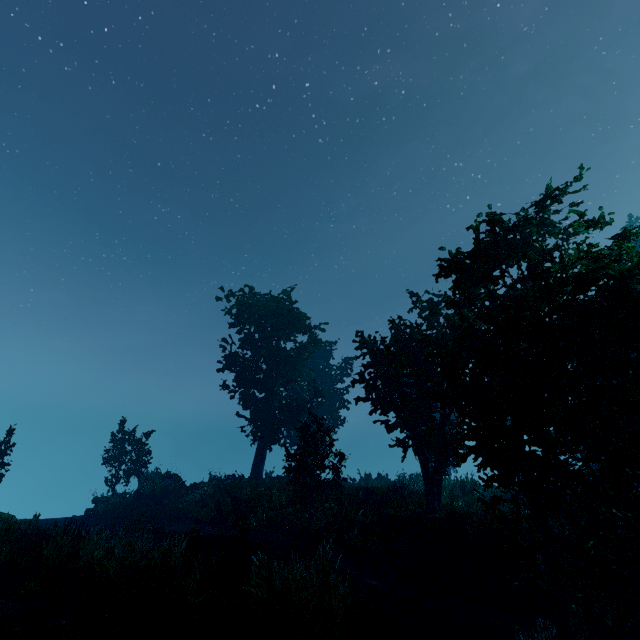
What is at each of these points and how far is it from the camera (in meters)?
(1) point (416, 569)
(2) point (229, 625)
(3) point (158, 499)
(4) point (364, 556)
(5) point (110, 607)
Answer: (1) rock, 13.91
(2) rock, 7.12
(3) rock, 21.47
(4) instancedfoliageactor, 14.66
(5) instancedfoliageactor, 6.98

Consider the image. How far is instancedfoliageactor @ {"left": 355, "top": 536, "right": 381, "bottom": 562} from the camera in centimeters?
1461cm

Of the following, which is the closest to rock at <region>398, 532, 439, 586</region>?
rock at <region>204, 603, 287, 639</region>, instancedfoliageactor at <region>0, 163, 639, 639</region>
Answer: instancedfoliageactor at <region>0, 163, 639, 639</region>

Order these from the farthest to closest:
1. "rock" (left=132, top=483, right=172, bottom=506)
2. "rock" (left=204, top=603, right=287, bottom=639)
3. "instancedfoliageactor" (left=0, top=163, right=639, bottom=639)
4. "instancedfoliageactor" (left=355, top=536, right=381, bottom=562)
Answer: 1. "rock" (left=132, top=483, right=172, bottom=506)
2. "instancedfoliageactor" (left=355, top=536, right=381, bottom=562)
3. "rock" (left=204, top=603, right=287, bottom=639)
4. "instancedfoliageactor" (left=0, top=163, right=639, bottom=639)

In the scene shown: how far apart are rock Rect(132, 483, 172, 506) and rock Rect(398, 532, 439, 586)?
15.2 meters

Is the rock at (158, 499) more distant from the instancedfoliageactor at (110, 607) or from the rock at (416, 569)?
the rock at (416, 569)

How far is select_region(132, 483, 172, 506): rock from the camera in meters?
21.4

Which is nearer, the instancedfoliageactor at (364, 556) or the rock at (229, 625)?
the rock at (229, 625)
